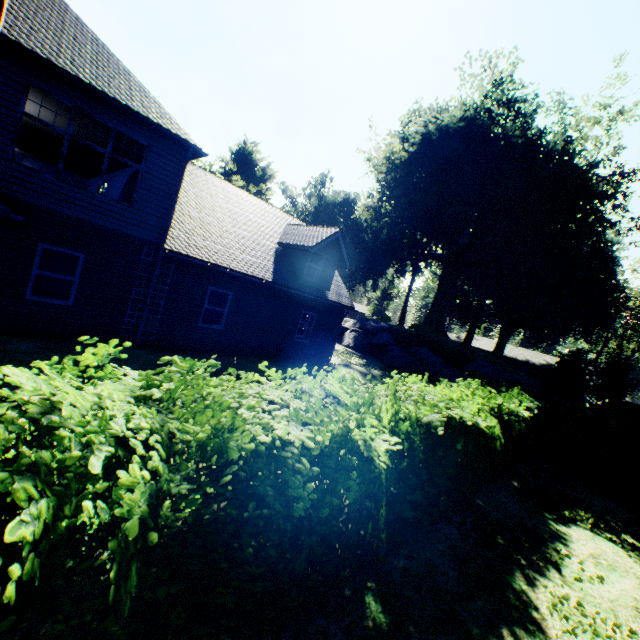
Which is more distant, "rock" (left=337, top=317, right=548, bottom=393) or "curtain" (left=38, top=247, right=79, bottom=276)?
"rock" (left=337, top=317, right=548, bottom=393)

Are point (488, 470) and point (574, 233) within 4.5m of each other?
no

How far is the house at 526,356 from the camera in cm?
5314

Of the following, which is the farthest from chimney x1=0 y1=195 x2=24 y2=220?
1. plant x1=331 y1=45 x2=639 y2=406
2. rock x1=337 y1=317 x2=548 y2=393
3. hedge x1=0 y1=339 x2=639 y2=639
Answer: rock x1=337 y1=317 x2=548 y2=393

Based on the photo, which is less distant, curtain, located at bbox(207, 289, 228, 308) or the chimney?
the chimney

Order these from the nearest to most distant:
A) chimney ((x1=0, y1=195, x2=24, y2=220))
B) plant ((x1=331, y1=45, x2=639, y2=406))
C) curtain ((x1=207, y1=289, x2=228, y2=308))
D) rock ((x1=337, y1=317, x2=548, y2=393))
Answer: chimney ((x1=0, y1=195, x2=24, y2=220)), curtain ((x1=207, y1=289, x2=228, y2=308)), plant ((x1=331, y1=45, x2=639, y2=406)), rock ((x1=337, y1=317, x2=548, y2=393))

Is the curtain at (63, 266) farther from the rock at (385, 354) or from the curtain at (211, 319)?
the rock at (385, 354)

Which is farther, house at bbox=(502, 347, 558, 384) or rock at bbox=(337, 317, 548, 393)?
house at bbox=(502, 347, 558, 384)
